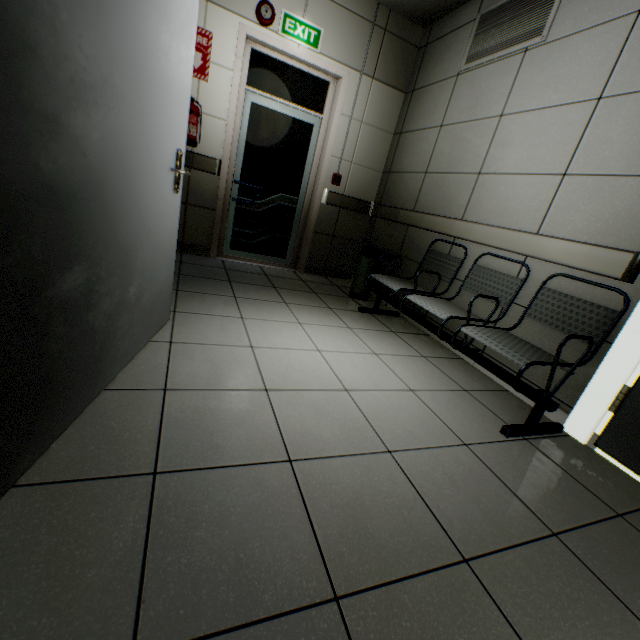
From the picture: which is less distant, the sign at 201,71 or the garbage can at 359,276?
the sign at 201,71

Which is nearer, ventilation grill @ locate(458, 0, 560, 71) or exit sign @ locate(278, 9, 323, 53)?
ventilation grill @ locate(458, 0, 560, 71)

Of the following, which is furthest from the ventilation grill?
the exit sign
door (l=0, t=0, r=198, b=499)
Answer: door (l=0, t=0, r=198, b=499)

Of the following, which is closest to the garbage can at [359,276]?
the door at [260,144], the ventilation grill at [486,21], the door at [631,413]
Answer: the door at [260,144]

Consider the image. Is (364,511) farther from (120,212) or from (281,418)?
(120,212)

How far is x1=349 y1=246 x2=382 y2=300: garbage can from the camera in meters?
3.9 m

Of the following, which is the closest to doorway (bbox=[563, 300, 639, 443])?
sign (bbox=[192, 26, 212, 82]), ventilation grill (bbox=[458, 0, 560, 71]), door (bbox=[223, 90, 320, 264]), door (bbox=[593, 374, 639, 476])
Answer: door (bbox=[593, 374, 639, 476])

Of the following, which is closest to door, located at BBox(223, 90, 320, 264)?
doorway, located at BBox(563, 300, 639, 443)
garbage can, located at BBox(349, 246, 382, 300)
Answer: garbage can, located at BBox(349, 246, 382, 300)
